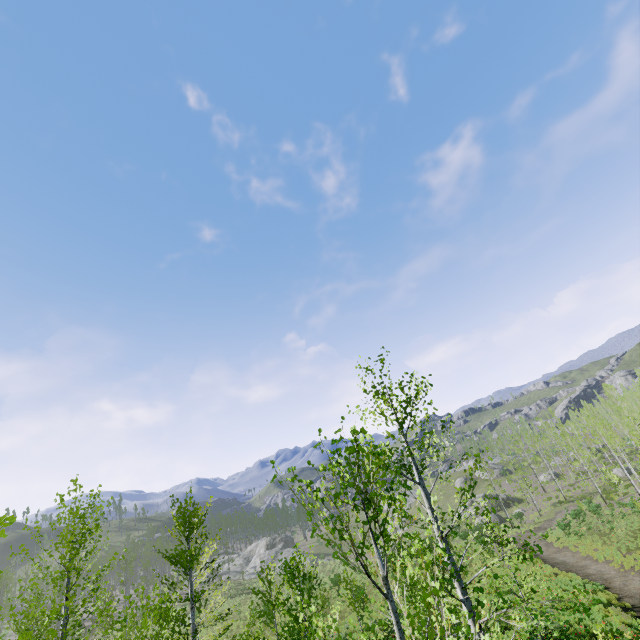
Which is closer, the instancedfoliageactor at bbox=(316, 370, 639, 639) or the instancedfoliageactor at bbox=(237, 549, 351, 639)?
the instancedfoliageactor at bbox=(316, 370, 639, 639)

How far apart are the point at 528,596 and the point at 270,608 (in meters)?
16.97

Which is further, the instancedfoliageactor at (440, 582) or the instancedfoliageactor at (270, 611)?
the instancedfoliageactor at (270, 611)
